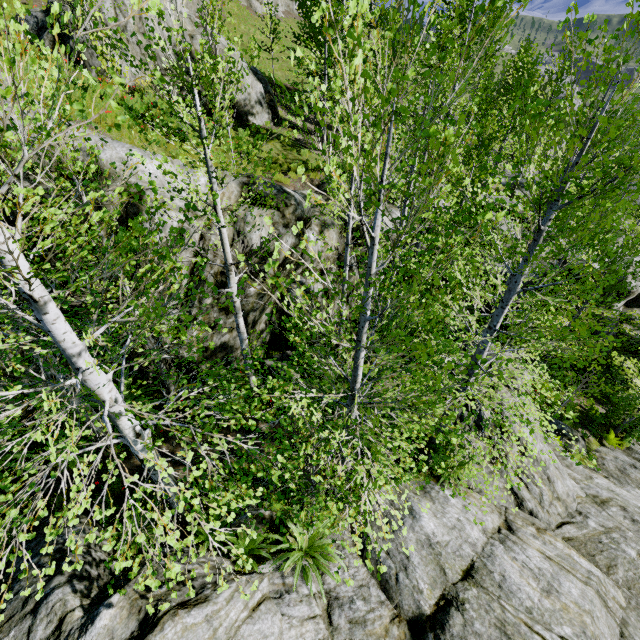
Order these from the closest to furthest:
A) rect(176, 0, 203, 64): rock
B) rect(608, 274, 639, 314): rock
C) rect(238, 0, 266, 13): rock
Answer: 1. rect(176, 0, 203, 64): rock
2. rect(608, 274, 639, 314): rock
3. rect(238, 0, 266, 13): rock

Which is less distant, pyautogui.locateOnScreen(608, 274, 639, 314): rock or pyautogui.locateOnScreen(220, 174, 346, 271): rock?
pyautogui.locateOnScreen(220, 174, 346, 271): rock

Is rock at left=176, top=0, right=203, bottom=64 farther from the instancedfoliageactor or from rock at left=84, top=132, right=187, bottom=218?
the instancedfoliageactor

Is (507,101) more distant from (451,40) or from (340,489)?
(340,489)

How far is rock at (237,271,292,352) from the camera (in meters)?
9.34

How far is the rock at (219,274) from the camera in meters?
8.4

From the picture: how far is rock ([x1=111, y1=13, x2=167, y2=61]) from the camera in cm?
1316
